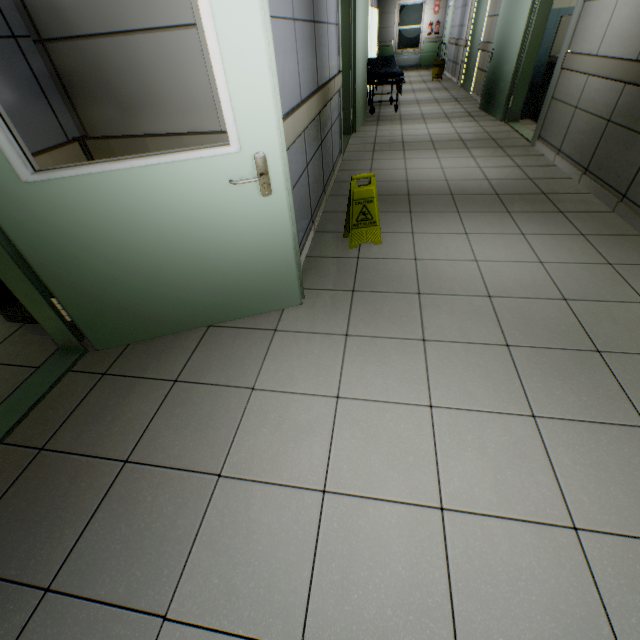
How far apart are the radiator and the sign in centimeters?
1689cm

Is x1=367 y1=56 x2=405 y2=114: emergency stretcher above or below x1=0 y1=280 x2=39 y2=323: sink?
above

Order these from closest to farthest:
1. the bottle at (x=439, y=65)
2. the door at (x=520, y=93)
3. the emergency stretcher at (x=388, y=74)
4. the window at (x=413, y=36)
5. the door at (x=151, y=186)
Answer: the door at (x=151, y=186)
the door at (x=520, y=93)
the emergency stretcher at (x=388, y=74)
the bottle at (x=439, y=65)
the window at (x=413, y=36)

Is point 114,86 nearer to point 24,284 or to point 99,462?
point 24,284

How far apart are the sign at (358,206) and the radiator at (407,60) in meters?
16.9 m

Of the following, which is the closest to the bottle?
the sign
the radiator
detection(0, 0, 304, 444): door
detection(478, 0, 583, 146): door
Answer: the radiator

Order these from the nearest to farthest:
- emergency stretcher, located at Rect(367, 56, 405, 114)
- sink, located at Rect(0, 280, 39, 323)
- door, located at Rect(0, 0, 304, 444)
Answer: door, located at Rect(0, 0, 304, 444), sink, located at Rect(0, 280, 39, 323), emergency stretcher, located at Rect(367, 56, 405, 114)

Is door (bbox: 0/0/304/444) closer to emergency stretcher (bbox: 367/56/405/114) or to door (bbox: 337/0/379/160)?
door (bbox: 337/0/379/160)
